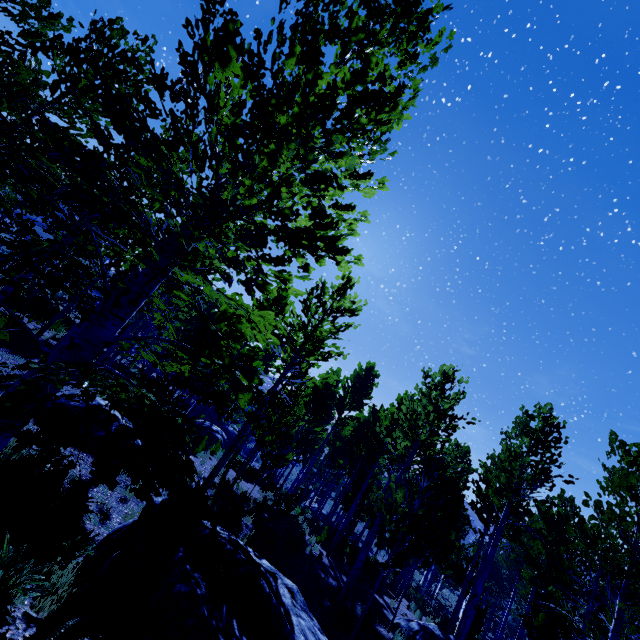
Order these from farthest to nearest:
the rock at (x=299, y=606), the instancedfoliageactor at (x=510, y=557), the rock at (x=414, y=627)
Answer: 1. the rock at (x=414, y=627)
2. the rock at (x=299, y=606)
3. the instancedfoliageactor at (x=510, y=557)

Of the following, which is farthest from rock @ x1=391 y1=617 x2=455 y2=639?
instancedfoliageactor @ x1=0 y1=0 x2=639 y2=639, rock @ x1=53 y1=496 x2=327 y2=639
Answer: rock @ x1=53 y1=496 x2=327 y2=639

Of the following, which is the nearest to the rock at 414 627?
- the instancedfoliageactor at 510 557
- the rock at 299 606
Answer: the instancedfoliageactor at 510 557

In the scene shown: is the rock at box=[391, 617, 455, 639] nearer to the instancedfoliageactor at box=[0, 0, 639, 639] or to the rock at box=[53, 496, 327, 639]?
the instancedfoliageactor at box=[0, 0, 639, 639]

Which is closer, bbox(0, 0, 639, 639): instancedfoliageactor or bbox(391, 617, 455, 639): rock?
bbox(0, 0, 639, 639): instancedfoliageactor

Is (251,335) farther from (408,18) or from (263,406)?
(408,18)

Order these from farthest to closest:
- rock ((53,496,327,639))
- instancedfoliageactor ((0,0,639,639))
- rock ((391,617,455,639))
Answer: rock ((391,617,455,639))
rock ((53,496,327,639))
instancedfoliageactor ((0,0,639,639))
